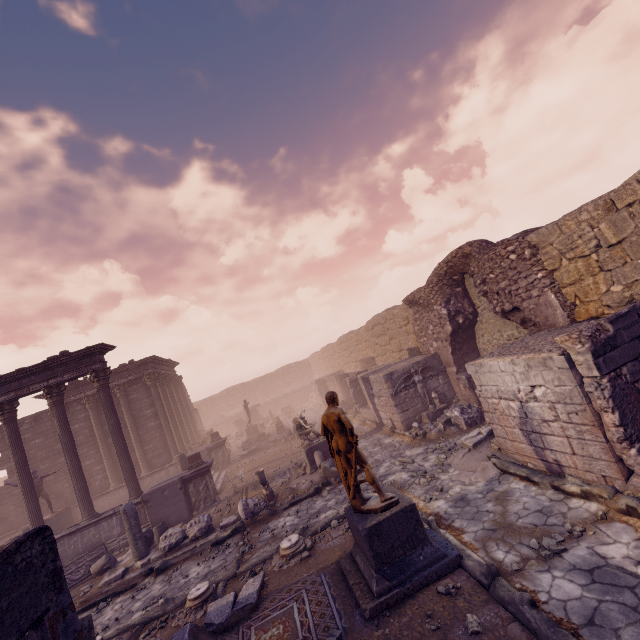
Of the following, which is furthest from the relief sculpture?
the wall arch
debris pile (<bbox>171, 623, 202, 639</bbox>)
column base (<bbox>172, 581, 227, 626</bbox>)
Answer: the wall arch

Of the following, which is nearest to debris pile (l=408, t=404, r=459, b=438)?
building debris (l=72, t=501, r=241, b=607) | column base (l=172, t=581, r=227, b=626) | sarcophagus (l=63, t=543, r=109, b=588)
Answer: building debris (l=72, t=501, r=241, b=607)

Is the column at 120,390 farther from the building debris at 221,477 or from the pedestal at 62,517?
the pedestal at 62,517

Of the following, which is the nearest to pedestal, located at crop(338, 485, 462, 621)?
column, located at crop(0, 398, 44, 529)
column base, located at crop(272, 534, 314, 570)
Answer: column base, located at crop(272, 534, 314, 570)

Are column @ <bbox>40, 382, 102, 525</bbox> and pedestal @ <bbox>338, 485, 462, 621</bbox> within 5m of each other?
no

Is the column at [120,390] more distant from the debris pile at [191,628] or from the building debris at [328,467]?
the debris pile at [191,628]

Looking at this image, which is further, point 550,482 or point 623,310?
point 550,482

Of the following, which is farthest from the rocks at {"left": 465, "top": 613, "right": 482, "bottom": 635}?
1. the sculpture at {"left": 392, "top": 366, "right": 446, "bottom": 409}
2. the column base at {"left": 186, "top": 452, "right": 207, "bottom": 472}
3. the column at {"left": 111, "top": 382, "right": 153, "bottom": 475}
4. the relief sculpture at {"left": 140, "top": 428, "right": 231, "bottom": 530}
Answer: the column at {"left": 111, "top": 382, "right": 153, "bottom": 475}
